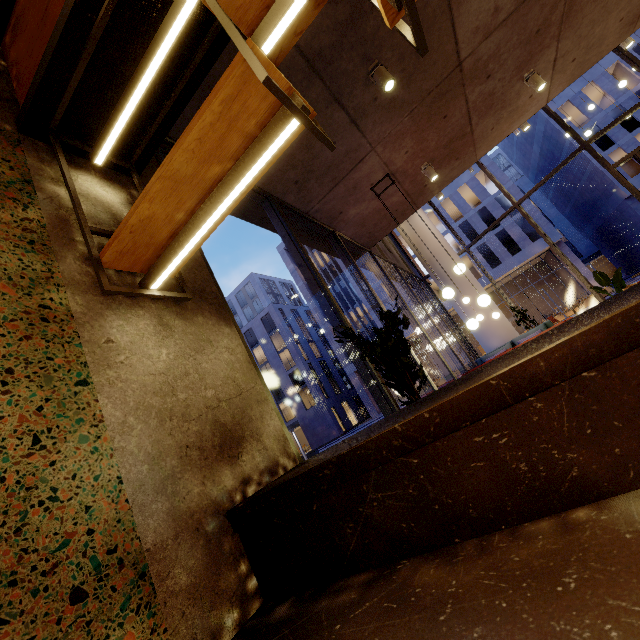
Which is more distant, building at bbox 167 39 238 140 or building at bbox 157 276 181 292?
building at bbox 167 39 238 140

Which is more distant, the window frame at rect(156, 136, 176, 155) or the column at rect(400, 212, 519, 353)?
the column at rect(400, 212, 519, 353)

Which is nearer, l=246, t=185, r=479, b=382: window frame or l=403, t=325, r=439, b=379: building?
l=246, t=185, r=479, b=382: window frame

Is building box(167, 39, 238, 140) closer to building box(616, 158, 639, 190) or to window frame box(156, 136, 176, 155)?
window frame box(156, 136, 176, 155)

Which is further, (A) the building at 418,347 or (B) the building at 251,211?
(A) the building at 418,347

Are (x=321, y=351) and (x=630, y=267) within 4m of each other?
no

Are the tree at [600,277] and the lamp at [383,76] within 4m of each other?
no

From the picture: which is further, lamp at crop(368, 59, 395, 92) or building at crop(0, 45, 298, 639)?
lamp at crop(368, 59, 395, 92)
